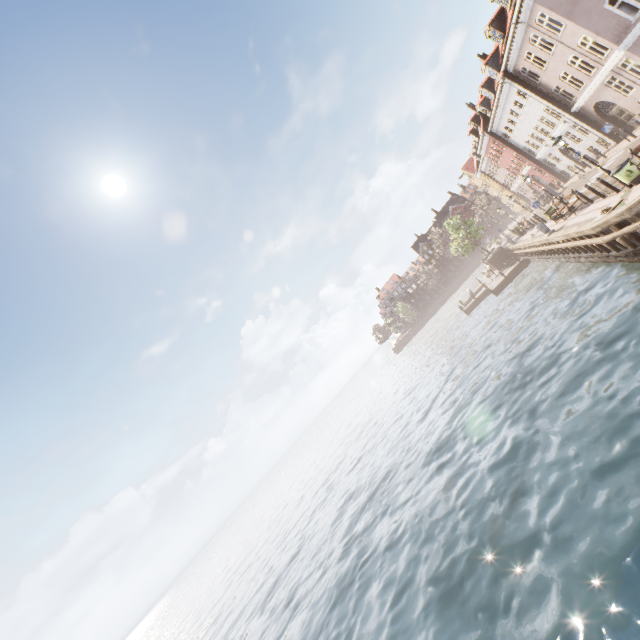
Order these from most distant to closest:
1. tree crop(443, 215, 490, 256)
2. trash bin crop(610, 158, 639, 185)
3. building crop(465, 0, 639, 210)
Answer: tree crop(443, 215, 490, 256) → building crop(465, 0, 639, 210) → trash bin crop(610, 158, 639, 185)

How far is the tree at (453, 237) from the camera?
39.4 meters

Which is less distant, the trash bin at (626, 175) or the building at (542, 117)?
the trash bin at (626, 175)

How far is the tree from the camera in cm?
3941

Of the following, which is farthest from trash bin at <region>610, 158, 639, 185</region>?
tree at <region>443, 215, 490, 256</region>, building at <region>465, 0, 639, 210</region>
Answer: building at <region>465, 0, 639, 210</region>

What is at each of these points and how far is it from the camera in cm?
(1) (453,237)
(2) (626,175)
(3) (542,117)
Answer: (1) tree, 4228
(2) trash bin, 1272
(3) building, 2852
